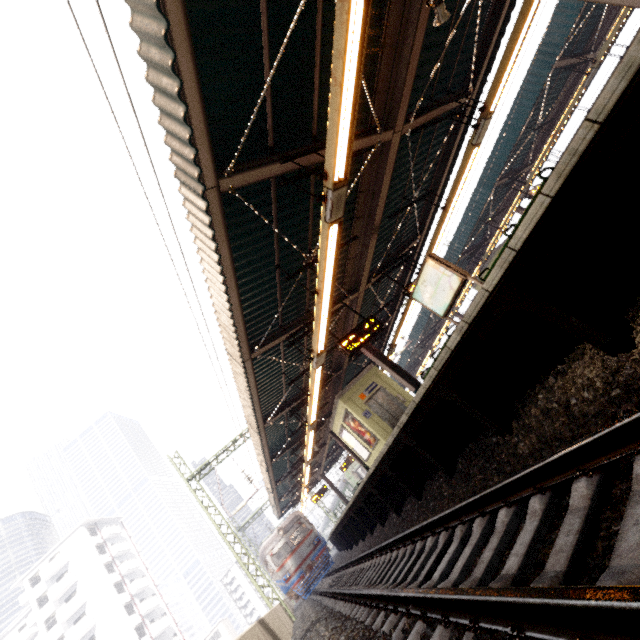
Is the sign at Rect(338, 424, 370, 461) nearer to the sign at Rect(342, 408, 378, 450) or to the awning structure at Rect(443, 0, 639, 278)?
the sign at Rect(342, 408, 378, 450)

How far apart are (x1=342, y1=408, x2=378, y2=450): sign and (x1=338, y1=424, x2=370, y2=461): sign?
0.3m

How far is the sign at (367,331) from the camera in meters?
8.8 m

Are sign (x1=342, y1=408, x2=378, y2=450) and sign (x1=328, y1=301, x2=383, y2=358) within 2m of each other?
no

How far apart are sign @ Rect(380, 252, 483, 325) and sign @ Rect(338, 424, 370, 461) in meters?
7.8

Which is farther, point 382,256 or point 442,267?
point 382,256

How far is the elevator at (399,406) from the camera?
12.80m

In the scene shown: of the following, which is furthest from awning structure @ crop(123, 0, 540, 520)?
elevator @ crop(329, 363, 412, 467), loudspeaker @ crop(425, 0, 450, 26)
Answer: Result: elevator @ crop(329, 363, 412, 467)
